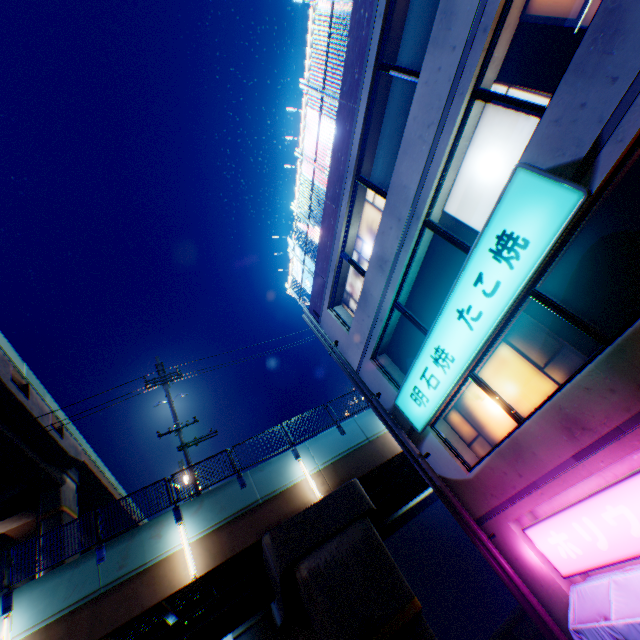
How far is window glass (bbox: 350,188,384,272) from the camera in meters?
10.2 m

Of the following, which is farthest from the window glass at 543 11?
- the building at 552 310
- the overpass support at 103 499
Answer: the overpass support at 103 499

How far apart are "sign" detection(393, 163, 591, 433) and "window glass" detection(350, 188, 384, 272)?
3.0m

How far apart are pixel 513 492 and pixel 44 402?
28.6 meters

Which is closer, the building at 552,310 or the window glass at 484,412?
the building at 552,310

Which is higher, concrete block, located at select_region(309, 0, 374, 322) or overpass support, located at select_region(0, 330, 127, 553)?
overpass support, located at select_region(0, 330, 127, 553)

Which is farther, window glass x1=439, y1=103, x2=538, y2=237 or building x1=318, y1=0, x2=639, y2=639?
window glass x1=439, y1=103, x2=538, y2=237

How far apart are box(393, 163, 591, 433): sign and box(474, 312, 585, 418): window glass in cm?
46
